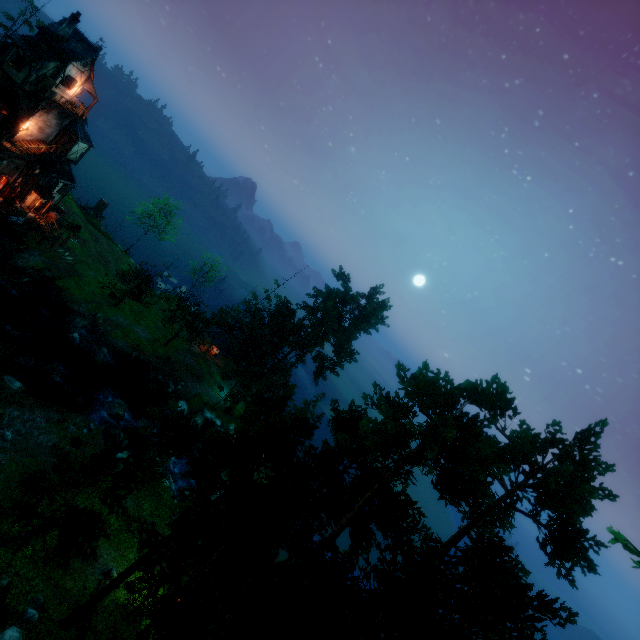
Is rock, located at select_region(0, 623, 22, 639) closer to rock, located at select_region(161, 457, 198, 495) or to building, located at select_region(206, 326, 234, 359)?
rock, located at select_region(161, 457, 198, 495)

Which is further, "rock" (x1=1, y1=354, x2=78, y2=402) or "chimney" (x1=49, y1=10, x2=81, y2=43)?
"chimney" (x1=49, y1=10, x2=81, y2=43)

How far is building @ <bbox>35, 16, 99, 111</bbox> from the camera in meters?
30.9 m

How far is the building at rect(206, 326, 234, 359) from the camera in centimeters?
4722cm

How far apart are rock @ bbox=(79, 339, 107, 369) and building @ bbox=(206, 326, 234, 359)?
13.60m

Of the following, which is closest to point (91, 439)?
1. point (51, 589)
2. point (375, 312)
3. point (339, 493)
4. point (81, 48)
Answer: point (51, 589)

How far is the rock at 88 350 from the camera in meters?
33.2 m

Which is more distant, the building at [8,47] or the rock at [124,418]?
the building at [8,47]
